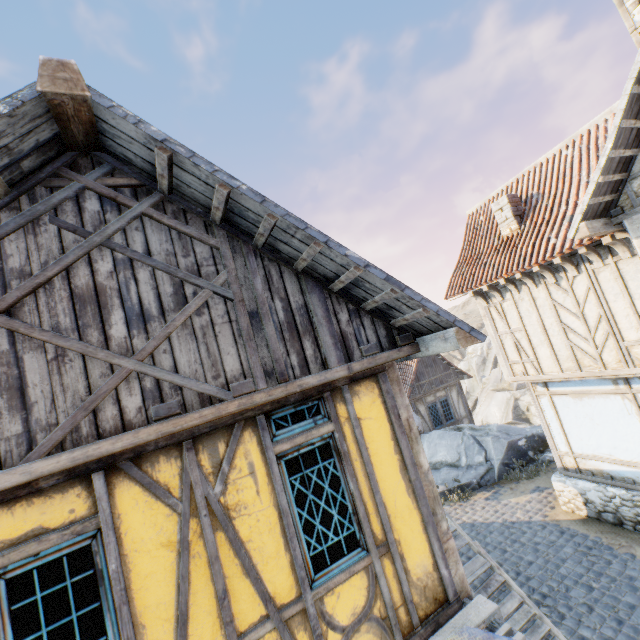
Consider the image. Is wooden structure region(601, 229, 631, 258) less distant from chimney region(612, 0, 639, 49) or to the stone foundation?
chimney region(612, 0, 639, 49)

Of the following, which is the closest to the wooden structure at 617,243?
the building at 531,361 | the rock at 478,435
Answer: the building at 531,361

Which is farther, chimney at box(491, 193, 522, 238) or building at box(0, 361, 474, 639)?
chimney at box(491, 193, 522, 238)

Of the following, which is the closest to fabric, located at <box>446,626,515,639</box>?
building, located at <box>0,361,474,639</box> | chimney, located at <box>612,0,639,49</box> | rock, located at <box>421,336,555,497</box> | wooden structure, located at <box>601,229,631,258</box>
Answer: building, located at <box>0,361,474,639</box>

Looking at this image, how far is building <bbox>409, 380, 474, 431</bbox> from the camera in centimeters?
1697cm

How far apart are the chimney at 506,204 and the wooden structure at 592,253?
2.23m

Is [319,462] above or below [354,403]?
below

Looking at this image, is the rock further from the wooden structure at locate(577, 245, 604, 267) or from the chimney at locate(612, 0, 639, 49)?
the chimney at locate(612, 0, 639, 49)
